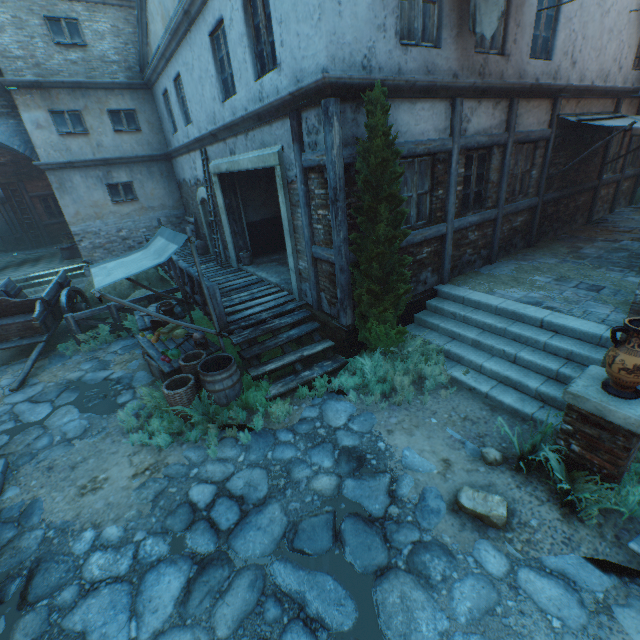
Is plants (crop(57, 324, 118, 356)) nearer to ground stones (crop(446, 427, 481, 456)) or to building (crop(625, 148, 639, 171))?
building (crop(625, 148, 639, 171))

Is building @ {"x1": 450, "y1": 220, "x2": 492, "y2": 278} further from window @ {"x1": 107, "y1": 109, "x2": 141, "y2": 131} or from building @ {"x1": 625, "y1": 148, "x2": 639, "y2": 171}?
window @ {"x1": 107, "y1": 109, "x2": 141, "y2": 131}

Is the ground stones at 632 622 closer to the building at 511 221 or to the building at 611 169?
the building at 511 221

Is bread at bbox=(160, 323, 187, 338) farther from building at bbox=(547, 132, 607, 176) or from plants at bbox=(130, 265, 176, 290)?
building at bbox=(547, 132, 607, 176)

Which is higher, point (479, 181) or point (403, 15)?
point (403, 15)

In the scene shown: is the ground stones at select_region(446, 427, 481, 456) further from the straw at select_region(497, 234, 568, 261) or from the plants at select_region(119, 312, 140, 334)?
the plants at select_region(119, 312, 140, 334)

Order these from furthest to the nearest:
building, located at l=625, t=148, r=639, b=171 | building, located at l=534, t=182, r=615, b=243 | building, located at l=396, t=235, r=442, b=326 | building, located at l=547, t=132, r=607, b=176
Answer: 1. building, located at l=625, t=148, r=639, b=171
2. building, located at l=534, t=182, r=615, b=243
3. building, located at l=547, t=132, r=607, b=176
4. building, located at l=396, t=235, r=442, b=326

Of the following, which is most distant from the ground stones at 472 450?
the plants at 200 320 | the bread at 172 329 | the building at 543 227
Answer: the building at 543 227
